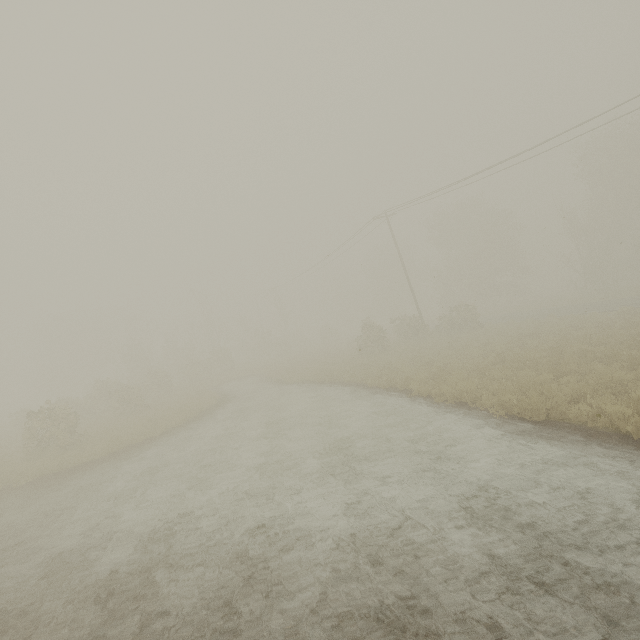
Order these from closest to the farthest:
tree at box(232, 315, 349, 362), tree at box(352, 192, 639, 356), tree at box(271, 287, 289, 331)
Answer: tree at box(352, 192, 639, 356) → tree at box(232, 315, 349, 362) → tree at box(271, 287, 289, 331)

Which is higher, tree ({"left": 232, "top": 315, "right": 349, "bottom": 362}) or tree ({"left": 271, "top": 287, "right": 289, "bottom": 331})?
tree ({"left": 271, "top": 287, "right": 289, "bottom": 331})

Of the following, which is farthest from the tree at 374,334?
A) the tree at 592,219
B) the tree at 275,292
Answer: the tree at 275,292

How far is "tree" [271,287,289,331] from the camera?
50.5m

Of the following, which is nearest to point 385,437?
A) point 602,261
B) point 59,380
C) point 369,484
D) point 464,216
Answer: point 369,484

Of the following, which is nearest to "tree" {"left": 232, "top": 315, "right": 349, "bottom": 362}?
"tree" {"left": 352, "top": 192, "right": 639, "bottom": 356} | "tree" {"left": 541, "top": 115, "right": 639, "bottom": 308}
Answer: "tree" {"left": 352, "top": 192, "right": 639, "bottom": 356}

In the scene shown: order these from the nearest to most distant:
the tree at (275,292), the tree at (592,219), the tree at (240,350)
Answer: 1. the tree at (592,219)
2. the tree at (240,350)
3. the tree at (275,292)
